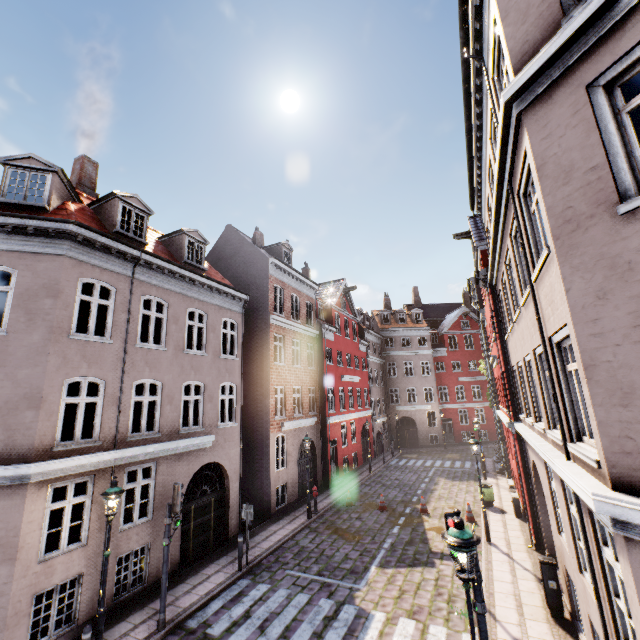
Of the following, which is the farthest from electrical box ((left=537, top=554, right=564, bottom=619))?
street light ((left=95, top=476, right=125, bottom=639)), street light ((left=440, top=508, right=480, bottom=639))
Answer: street light ((left=95, top=476, right=125, bottom=639))

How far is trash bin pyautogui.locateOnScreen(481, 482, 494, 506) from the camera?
16.17m

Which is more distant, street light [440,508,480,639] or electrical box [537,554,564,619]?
electrical box [537,554,564,619]

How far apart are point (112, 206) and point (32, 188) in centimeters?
219cm

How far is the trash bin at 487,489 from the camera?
16.17m

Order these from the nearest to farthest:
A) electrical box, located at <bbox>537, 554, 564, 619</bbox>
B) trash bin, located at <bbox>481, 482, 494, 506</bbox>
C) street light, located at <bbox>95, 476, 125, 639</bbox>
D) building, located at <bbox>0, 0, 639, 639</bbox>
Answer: building, located at <bbox>0, 0, 639, 639</bbox> < street light, located at <bbox>95, 476, 125, 639</bbox> < electrical box, located at <bbox>537, 554, 564, 619</bbox> < trash bin, located at <bbox>481, 482, 494, 506</bbox>

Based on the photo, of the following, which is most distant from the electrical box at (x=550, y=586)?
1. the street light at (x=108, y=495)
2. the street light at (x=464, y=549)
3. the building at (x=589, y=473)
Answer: the street light at (x=108, y=495)

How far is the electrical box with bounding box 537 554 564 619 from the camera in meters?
8.1 m
